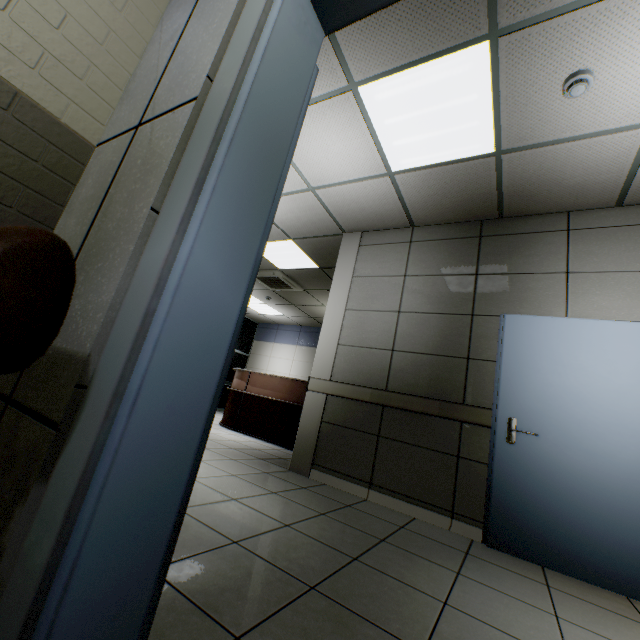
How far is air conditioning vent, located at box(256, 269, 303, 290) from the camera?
6.7m

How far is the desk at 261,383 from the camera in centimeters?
568cm

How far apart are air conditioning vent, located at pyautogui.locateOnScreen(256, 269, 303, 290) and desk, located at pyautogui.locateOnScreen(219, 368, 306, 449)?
2.0m

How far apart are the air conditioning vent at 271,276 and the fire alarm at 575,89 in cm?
507

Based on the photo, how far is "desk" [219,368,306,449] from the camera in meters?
5.7

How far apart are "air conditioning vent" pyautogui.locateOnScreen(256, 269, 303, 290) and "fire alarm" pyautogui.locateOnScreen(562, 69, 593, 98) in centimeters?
507cm

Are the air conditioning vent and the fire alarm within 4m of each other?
no

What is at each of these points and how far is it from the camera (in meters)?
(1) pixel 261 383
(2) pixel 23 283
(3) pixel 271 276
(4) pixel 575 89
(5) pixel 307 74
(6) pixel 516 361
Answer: (1) desk, 6.29
(2) sofa, 0.49
(3) air conditioning vent, 6.91
(4) fire alarm, 2.18
(5) door, 1.09
(6) door, 2.95
